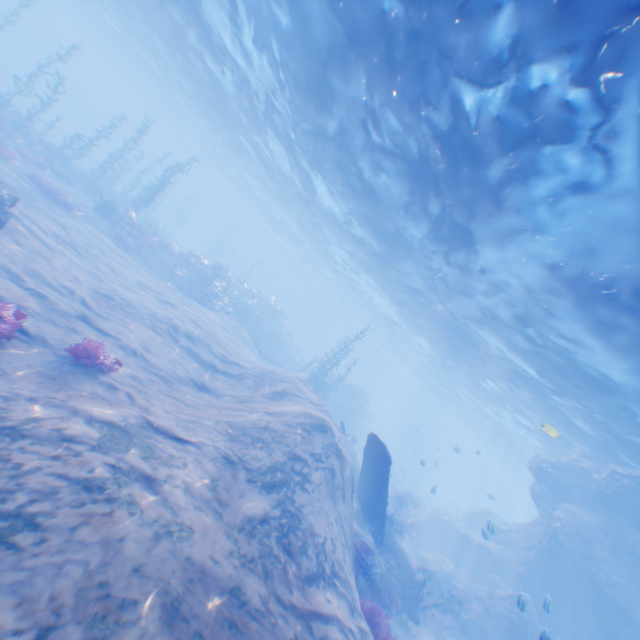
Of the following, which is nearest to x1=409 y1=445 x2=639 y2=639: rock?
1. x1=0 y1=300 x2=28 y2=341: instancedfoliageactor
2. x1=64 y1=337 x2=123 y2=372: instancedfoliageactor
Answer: x1=0 y1=300 x2=28 y2=341: instancedfoliageactor

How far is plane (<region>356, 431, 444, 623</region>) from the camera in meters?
13.1

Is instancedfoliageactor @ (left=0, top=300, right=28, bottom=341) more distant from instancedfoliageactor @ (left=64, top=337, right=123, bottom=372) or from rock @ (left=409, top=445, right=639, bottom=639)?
rock @ (left=409, top=445, right=639, bottom=639)

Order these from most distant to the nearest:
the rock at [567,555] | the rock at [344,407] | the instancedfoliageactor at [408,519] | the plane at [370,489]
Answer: the rock at [344,407]
the instancedfoliageactor at [408,519]
the rock at [567,555]
the plane at [370,489]

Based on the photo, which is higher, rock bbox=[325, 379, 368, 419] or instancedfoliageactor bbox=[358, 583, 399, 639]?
rock bbox=[325, 379, 368, 419]

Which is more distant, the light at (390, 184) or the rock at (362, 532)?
the rock at (362, 532)

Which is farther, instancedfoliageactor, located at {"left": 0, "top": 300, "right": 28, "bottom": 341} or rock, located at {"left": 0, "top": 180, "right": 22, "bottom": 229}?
rock, located at {"left": 0, "top": 180, "right": 22, "bottom": 229}

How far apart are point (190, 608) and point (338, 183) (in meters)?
20.30
